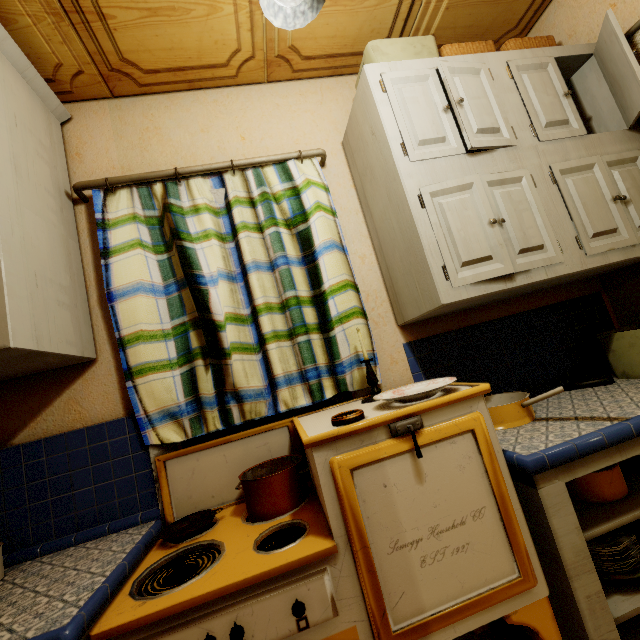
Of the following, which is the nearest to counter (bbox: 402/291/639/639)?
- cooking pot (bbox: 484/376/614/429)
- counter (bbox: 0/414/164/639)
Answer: cooking pot (bbox: 484/376/614/429)

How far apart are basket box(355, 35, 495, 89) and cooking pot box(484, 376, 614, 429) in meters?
1.6 m

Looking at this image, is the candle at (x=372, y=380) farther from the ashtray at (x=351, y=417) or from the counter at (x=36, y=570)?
the counter at (x=36, y=570)

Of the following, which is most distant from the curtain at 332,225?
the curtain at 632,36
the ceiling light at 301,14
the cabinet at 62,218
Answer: the curtain at 632,36

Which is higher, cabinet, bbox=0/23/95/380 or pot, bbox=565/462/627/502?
cabinet, bbox=0/23/95/380

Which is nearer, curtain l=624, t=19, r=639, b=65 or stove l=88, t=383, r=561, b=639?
stove l=88, t=383, r=561, b=639

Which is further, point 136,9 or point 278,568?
point 136,9

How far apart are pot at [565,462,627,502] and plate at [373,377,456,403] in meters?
0.6 m
